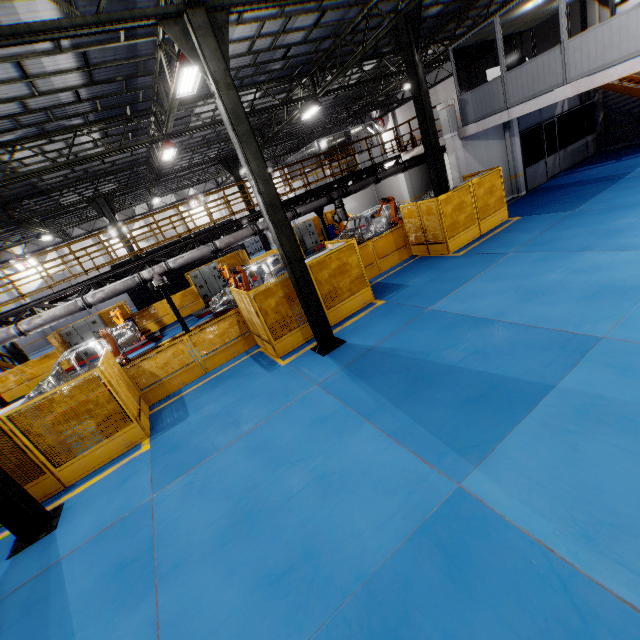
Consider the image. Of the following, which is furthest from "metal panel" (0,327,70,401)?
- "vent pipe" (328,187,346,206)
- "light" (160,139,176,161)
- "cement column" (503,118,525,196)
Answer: "light" (160,139,176,161)

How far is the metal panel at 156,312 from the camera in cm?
1938

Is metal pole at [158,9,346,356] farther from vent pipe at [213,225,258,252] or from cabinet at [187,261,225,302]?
cabinet at [187,261,225,302]

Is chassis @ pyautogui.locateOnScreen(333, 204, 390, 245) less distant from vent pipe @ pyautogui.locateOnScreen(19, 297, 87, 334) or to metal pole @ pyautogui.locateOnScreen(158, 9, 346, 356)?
vent pipe @ pyautogui.locateOnScreen(19, 297, 87, 334)

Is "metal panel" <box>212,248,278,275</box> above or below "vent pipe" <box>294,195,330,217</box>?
below

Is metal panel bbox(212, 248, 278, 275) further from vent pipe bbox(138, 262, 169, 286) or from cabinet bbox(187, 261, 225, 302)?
vent pipe bbox(138, 262, 169, 286)

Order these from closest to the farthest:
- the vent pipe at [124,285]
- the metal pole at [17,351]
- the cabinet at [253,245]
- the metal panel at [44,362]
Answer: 1. the vent pipe at [124,285]
2. the metal panel at [44,362]
3. the metal pole at [17,351]
4. the cabinet at [253,245]

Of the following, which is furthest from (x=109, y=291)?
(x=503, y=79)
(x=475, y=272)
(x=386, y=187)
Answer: (x=386, y=187)
